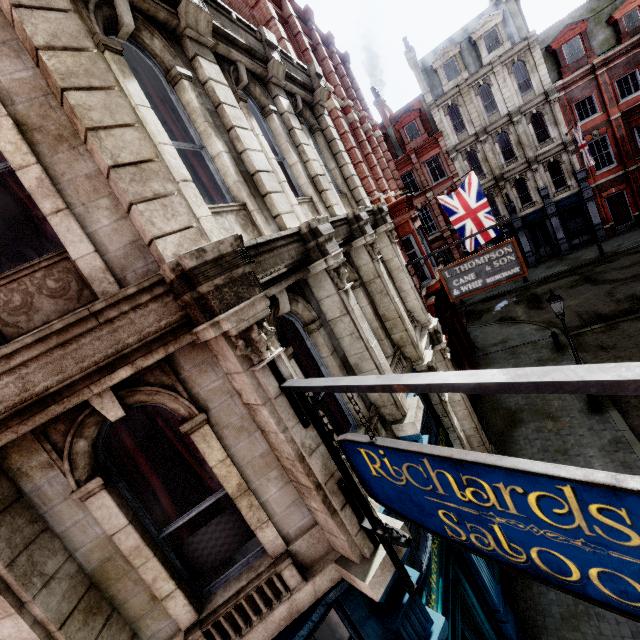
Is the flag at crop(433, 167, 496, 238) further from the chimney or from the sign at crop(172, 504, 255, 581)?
the chimney

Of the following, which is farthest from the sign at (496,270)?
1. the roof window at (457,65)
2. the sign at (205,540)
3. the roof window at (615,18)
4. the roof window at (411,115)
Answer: the roof window at (615,18)

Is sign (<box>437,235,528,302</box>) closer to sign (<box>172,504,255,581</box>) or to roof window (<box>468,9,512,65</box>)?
sign (<box>172,504,255,581</box>)

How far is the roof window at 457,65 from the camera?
26.2 meters

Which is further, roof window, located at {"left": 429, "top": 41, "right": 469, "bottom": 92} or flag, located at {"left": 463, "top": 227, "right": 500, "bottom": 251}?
roof window, located at {"left": 429, "top": 41, "right": 469, "bottom": 92}

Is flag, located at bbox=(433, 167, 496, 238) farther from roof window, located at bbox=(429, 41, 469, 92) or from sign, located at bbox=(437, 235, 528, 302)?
roof window, located at bbox=(429, 41, 469, 92)

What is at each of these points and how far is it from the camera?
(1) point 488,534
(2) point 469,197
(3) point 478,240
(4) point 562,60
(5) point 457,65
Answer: (1) sign, 2.25m
(2) flag, 14.95m
(3) flag, 15.34m
(4) roof window, 24.11m
(5) roof window, 26.52m
